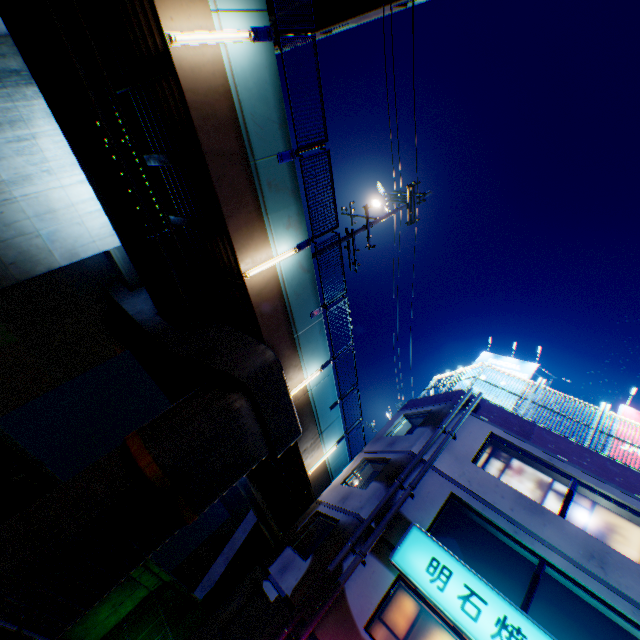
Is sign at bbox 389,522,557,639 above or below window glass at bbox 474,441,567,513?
below

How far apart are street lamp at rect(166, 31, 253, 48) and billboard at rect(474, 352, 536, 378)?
15.3 meters

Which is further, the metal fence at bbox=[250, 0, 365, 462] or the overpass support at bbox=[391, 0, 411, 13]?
the overpass support at bbox=[391, 0, 411, 13]

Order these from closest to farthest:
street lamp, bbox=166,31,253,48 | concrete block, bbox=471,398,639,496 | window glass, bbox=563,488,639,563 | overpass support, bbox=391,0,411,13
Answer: street lamp, bbox=166,31,253,48, window glass, bbox=563,488,639,563, concrete block, bbox=471,398,639,496, overpass support, bbox=391,0,411,13

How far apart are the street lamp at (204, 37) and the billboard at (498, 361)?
15.29m

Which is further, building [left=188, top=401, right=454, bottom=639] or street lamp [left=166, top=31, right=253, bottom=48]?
building [left=188, top=401, right=454, bottom=639]

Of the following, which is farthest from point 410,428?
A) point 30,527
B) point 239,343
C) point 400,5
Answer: point 400,5

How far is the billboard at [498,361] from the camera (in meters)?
15.83
